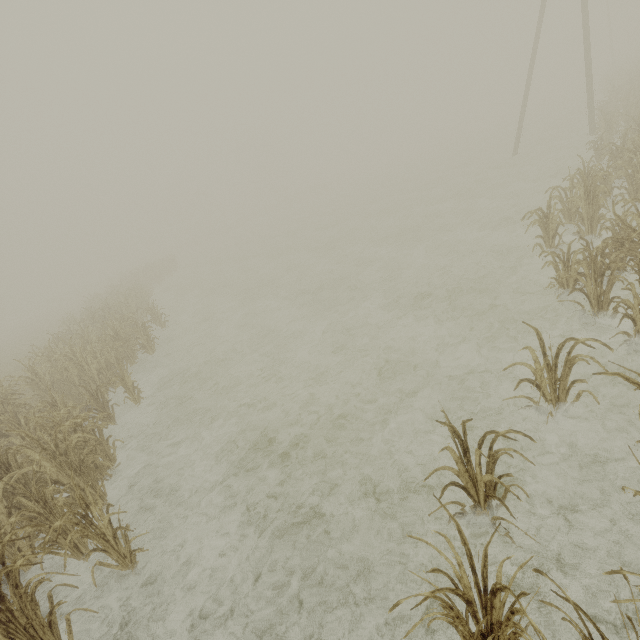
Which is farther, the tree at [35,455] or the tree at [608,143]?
the tree at [608,143]

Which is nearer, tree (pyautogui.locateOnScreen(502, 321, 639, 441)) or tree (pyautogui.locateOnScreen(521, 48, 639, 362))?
tree (pyautogui.locateOnScreen(502, 321, 639, 441))

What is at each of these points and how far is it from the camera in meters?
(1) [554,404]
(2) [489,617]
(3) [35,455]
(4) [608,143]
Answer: (1) tree, 3.9
(2) tree, 2.2
(3) tree, 4.9
(4) tree, 9.6

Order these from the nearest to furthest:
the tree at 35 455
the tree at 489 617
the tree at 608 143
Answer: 1. the tree at 489 617
2. the tree at 35 455
3. the tree at 608 143

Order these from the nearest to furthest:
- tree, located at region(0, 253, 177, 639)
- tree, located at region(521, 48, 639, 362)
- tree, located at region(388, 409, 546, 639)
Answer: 1. tree, located at region(388, 409, 546, 639)
2. tree, located at region(0, 253, 177, 639)
3. tree, located at region(521, 48, 639, 362)

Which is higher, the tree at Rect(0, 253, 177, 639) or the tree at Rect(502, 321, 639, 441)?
the tree at Rect(0, 253, 177, 639)
